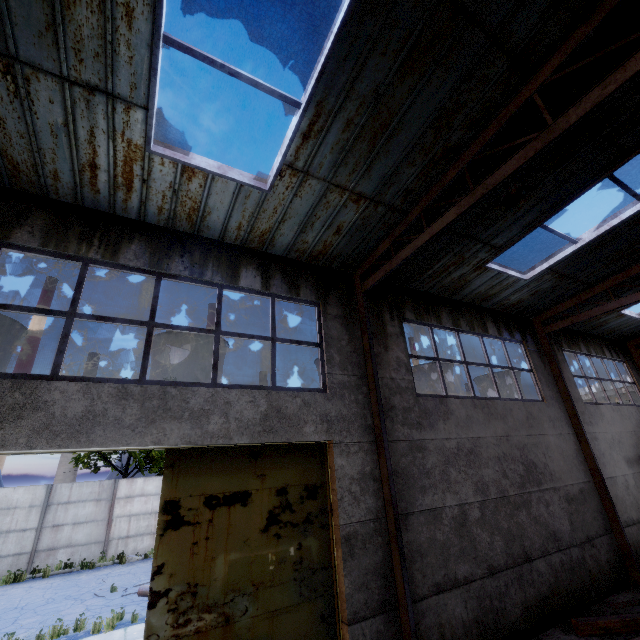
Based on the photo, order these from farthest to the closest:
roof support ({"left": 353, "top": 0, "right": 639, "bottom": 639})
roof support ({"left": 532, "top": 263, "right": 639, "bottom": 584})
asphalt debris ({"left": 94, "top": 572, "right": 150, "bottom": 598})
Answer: asphalt debris ({"left": 94, "top": 572, "right": 150, "bottom": 598}), roof support ({"left": 532, "top": 263, "right": 639, "bottom": 584}), roof support ({"left": 353, "top": 0, "right": 639, "bottom": 639})

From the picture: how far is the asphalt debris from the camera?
11.2m

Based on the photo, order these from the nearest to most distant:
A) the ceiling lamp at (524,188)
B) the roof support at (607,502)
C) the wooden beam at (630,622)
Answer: the ceiling lamp at (524,188) < the wooden beam at (630,622) < the roof support at (607,502)

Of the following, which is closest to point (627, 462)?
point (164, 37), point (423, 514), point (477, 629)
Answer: point (477, 629)

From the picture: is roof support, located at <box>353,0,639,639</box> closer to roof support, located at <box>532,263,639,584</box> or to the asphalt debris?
roof support, located at <box>532,263,639,584</box>

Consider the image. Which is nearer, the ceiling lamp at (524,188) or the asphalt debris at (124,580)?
the ceiling lamp at (524,188)

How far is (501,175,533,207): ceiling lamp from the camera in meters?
4.6

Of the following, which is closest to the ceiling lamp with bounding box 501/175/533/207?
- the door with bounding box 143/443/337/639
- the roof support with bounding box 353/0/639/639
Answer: the roof support with bounding box 353/0/639/639
